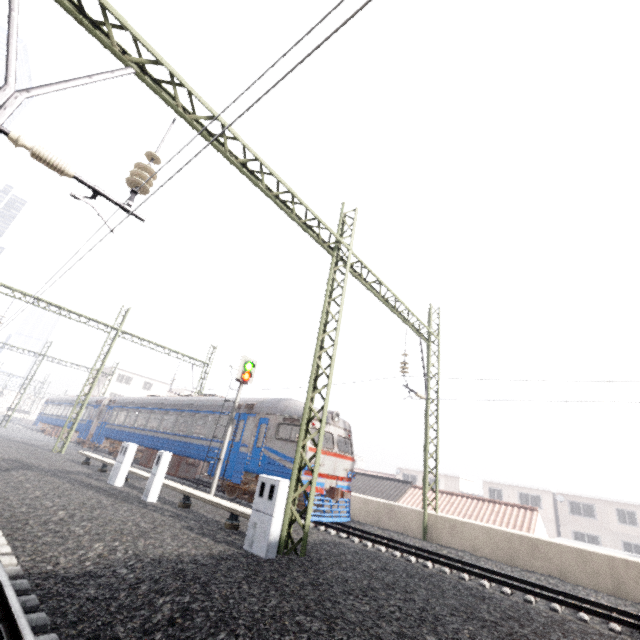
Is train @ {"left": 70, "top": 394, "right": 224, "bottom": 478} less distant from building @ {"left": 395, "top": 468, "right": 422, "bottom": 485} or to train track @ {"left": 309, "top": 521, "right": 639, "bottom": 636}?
train track @ {"left": 309, "top": 521, "right": 639, "bottom": 636}

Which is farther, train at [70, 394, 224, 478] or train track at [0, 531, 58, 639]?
train at [70, 394, 224, 478]

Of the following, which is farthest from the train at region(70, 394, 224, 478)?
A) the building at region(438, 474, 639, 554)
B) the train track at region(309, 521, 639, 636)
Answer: the building at region(438, 474, 639, 554)

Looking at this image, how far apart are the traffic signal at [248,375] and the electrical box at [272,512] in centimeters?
672cm

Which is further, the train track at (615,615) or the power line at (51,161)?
the train track at (615,615)

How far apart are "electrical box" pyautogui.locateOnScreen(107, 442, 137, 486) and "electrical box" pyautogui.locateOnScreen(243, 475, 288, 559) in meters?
7.6 m

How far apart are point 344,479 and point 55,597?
11.1 meters

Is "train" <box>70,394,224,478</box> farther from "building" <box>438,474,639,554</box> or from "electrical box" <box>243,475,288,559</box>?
"building" <box>438,474,639,554</box>
